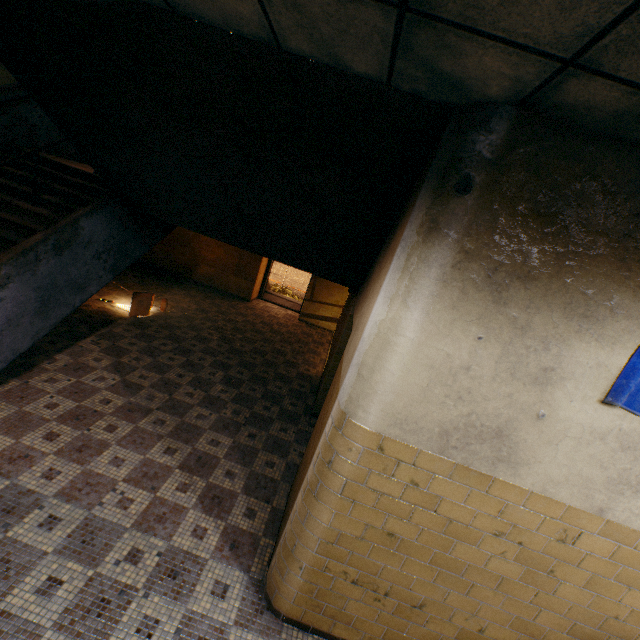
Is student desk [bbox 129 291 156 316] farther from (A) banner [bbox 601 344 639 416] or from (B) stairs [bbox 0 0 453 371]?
(A) banner [bbox 601 344 639 416]

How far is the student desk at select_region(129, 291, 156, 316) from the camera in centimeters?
683cm

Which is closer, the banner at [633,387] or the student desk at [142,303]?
the banner at [633,387]

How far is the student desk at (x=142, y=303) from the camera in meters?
6.8 m

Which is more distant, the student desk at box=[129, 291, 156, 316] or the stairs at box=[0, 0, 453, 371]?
the student desk at box=[129, 291, 156, 316]

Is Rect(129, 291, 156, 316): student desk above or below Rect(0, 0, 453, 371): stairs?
below

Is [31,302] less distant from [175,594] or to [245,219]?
[245,219]
